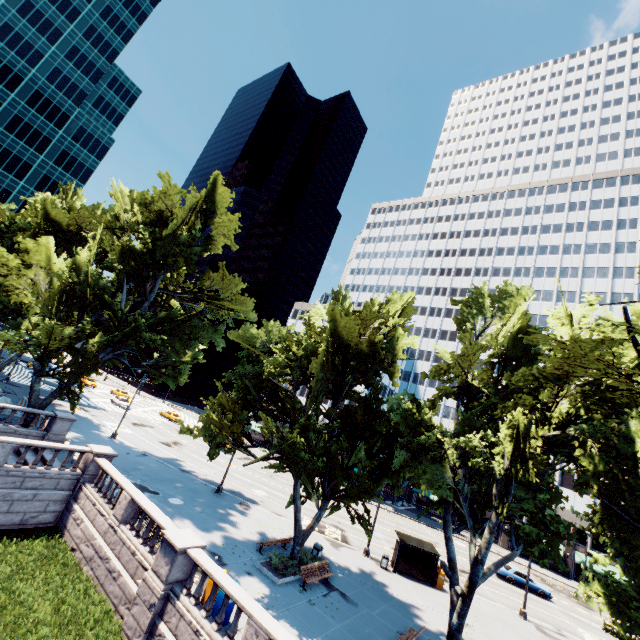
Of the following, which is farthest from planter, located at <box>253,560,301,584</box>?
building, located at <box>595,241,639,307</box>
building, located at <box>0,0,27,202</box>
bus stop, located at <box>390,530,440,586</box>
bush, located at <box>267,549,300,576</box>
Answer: building, located at <box>0,0,27,202</box>

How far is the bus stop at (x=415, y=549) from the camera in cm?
2467

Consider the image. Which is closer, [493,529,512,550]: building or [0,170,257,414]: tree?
[0,170,257,414]: tree

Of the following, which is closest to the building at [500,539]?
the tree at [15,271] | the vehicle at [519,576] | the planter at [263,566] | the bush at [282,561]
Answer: the tree at [15,271]

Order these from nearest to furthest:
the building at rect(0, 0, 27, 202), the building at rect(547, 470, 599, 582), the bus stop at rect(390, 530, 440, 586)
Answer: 1. the bus stop at rect(390, 530, 440, 586)
2. the building at rect(547, 470, 599, 582)
3. the building at rect(0, 0, 27, 202)

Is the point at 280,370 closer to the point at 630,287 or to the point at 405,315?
the point at 405,315

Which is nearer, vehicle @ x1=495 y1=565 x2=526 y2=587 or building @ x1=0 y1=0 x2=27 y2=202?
vehicle @ x1=495 y1=565 x2=526 y2=587

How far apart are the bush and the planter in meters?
0.2 m
